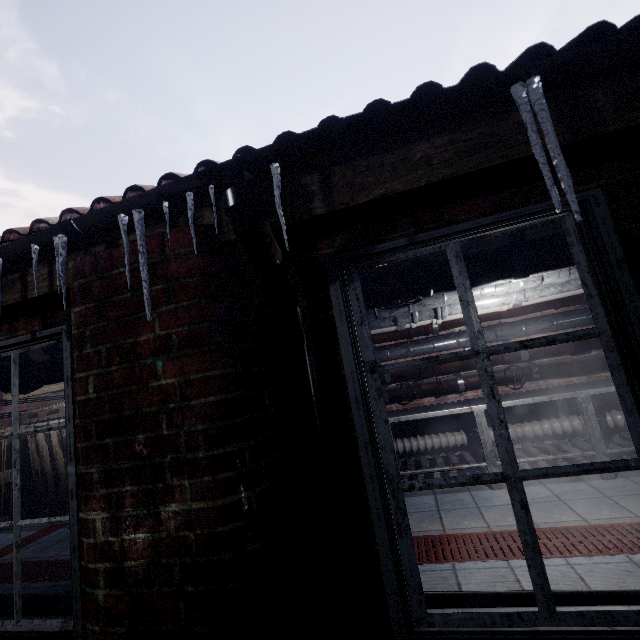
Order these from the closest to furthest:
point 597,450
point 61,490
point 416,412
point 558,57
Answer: point 558,57 < point 597,450 < point 416,412 < point 61,490

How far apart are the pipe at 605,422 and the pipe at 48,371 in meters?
1.4 m

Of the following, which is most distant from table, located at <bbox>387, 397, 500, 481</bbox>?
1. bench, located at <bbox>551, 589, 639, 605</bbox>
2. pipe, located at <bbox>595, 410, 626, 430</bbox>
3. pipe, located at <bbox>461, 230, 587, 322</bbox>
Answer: bench, located at <bbox>551, 589, 639, 605</bbox>

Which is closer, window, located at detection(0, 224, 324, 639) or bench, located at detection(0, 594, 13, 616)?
window, located at detection(0, 224, 324, 639)

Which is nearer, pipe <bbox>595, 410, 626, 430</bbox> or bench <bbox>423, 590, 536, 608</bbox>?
bench <bbox>423, 590, 536, 608</bbox>

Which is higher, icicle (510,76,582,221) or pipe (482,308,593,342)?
icicle (510,76,582,221)

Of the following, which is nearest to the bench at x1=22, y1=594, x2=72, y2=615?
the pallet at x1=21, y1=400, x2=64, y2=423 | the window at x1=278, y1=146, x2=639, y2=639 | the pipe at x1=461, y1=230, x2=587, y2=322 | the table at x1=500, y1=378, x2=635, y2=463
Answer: the window at x1=278, y1=146, x2=639, y2=639

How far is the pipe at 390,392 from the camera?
3.9 meters
